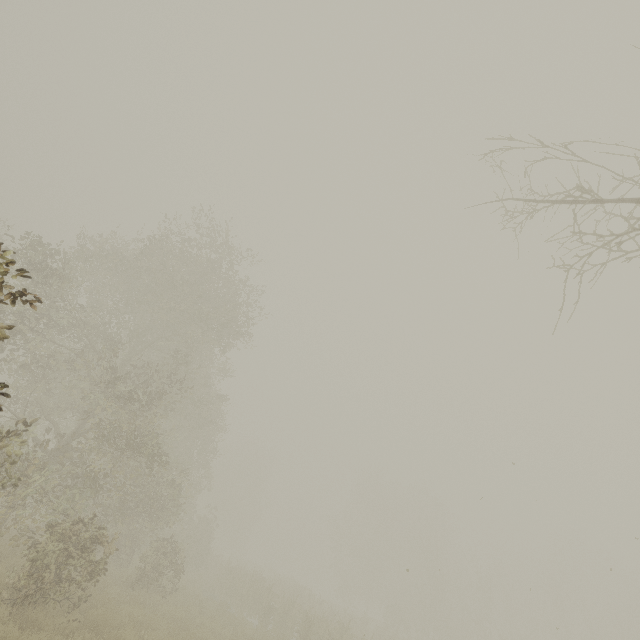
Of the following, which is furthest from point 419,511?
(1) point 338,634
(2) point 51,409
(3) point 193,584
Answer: (2) point 51,409
